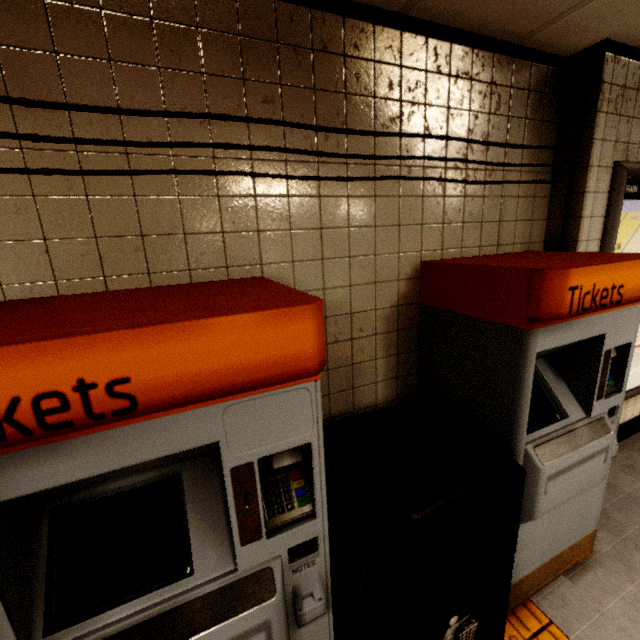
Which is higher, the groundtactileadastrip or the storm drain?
the storm drain

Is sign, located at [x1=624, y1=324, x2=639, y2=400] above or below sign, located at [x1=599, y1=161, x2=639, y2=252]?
below

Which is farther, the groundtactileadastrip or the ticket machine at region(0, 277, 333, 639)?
the groundtactileadastrip

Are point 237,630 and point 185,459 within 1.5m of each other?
yes

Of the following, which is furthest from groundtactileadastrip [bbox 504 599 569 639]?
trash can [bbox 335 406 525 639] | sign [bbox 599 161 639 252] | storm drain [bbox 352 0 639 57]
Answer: storm drain [bbox 352 0 639 57]

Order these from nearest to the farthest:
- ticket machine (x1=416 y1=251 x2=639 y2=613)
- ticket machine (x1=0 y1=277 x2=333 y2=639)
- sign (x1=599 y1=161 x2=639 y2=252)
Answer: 1. ticket machine (x1=0 y1=277 x2=333 y2=639)
2. ticket machine (x1=416 y1=251 x2=639 y2=613)
3. sign (x1=599 y1=161 x2=639 y2=252)

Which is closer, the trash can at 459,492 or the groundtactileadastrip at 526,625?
the trash can at 459,492

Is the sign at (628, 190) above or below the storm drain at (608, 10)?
below
